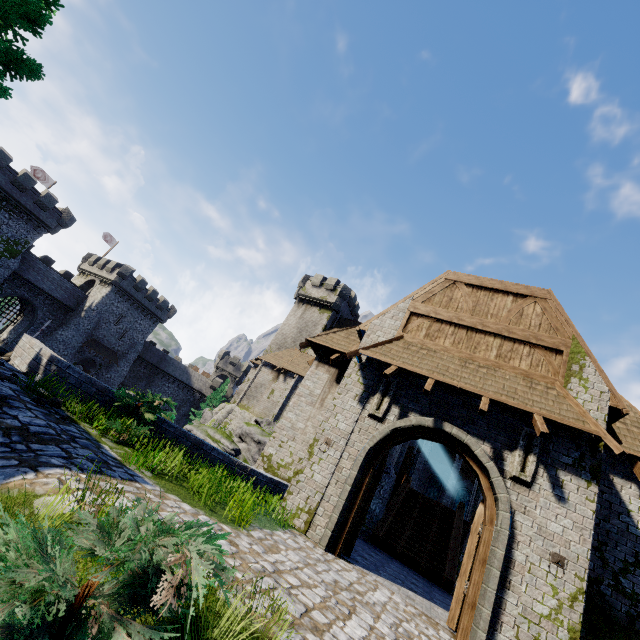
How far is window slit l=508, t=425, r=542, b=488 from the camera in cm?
732

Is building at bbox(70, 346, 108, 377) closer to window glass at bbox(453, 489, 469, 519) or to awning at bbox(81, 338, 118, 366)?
awning at bbox(81, 338, 118, 366)

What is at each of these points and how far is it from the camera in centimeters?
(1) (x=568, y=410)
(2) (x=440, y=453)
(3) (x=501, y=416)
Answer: (1) awning, 747cm
(2) building, 3700cm
(3) double door, 822cm

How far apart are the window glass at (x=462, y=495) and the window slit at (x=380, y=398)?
32.9 meters

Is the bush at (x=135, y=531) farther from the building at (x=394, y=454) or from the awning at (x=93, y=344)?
the awning at (x=93, y=344)

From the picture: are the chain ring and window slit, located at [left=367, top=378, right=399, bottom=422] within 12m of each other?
yes

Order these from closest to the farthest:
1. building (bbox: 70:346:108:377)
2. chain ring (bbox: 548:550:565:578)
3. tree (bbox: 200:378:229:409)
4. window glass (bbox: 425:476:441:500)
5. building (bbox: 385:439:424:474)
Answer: chain ring (bbox: 548:550:565:578)
building (bbox: 385:439:424:474)
window glass (bbox: 425:476:441:500)
building (bbox: 70:346:108:377)
tree (bbox: 200:378:229:409)

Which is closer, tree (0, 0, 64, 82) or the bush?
the bush
